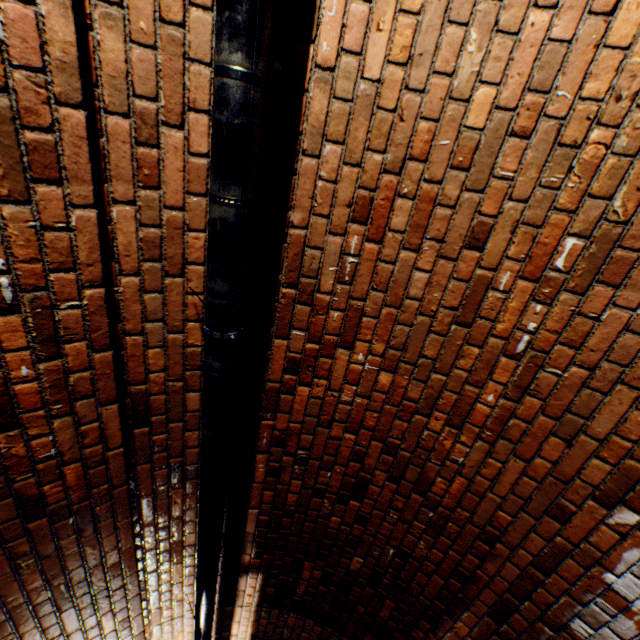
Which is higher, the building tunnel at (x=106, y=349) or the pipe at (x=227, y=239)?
the building tunnel at (x=106, y=349)

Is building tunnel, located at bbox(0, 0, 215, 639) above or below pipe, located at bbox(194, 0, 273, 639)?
above

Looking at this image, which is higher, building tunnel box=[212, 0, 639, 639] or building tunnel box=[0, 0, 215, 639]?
building tunnel box=[0, 0, 215, 639]

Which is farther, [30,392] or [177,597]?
[177,597]

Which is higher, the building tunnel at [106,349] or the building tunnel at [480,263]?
the building tunnel at [106,349]
